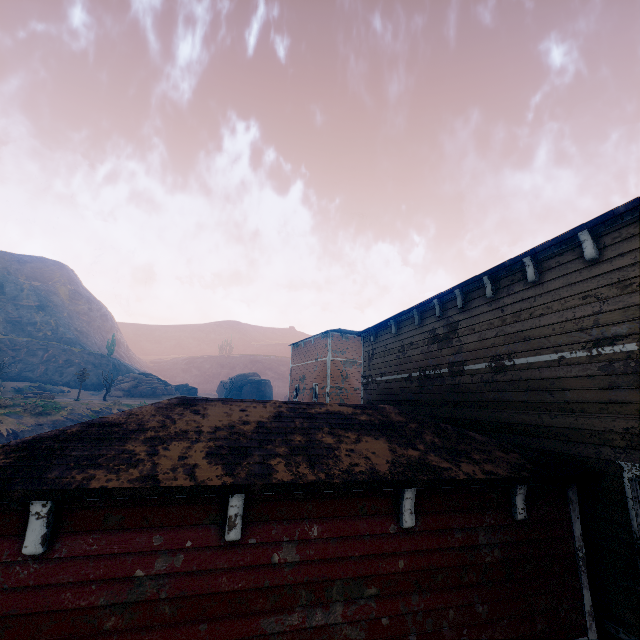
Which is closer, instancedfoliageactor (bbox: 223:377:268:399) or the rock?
the rock

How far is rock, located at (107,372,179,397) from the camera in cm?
4597

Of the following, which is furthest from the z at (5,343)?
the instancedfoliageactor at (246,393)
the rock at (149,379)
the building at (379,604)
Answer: the instancedfoliageactor at (246,393)

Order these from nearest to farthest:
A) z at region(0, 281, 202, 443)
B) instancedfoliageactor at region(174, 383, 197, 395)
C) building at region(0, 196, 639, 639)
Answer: building at region(0, 196, 639, 639) → z at region(0, 281, 202, 443) → instancedfoliageactor at region(174, 383, 197, 395)

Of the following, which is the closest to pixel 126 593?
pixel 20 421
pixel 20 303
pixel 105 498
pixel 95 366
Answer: pixel 105 498

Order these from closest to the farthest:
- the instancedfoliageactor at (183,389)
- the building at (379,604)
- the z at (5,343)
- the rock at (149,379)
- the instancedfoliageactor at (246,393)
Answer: the building at (379,604) → the z at (5,343) → the rock at (149,379) → the instancedfoliageactor at (183,389) → the instancedfoliageactor at (246,393)

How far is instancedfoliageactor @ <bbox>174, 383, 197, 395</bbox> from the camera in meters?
55.6

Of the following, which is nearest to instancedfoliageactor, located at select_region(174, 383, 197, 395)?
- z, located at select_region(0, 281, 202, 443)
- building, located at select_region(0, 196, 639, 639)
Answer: z, located at select_region(0, 281, 202, 443)
